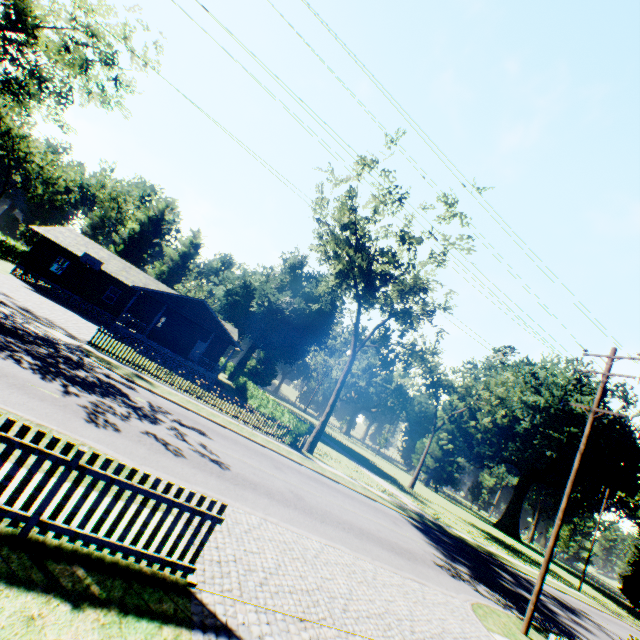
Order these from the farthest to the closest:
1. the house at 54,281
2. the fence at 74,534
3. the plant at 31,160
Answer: the plant at 31,160
the house at 54,281
the fence at 74,534

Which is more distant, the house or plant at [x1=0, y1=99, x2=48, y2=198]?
plant at [x1=0, y1=99, x2=48, y2=198]

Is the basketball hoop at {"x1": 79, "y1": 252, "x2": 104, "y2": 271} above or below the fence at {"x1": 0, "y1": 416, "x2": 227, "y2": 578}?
above

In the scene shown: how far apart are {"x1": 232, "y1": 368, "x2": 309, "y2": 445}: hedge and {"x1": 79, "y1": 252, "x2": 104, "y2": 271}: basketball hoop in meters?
19.0

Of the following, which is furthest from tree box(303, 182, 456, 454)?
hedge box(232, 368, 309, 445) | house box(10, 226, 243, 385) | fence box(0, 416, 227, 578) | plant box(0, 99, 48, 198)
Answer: plant box(0, 99, 48, 198)

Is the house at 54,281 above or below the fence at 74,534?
above

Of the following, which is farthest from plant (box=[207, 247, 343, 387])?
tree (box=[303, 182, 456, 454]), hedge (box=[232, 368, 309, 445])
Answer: hedge (box=[232, 368, 309, 445])

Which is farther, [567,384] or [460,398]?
[567,384]
